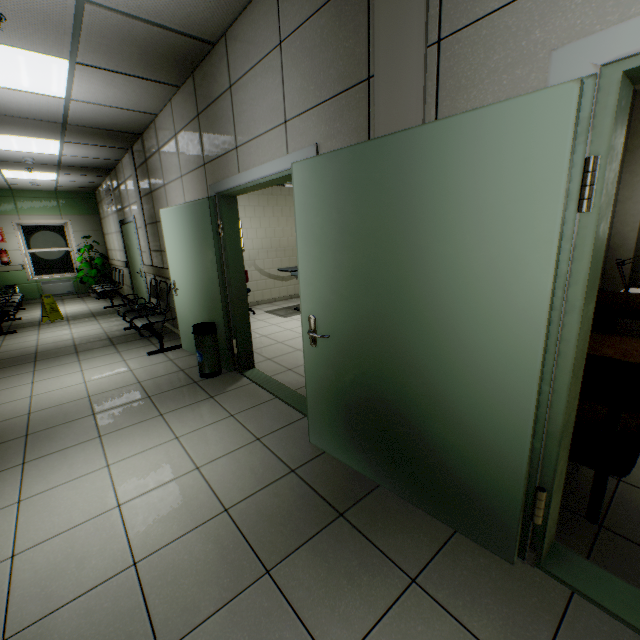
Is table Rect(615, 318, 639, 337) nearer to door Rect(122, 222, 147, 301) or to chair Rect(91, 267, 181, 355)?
chair Rect(91, 267, 181, 355)

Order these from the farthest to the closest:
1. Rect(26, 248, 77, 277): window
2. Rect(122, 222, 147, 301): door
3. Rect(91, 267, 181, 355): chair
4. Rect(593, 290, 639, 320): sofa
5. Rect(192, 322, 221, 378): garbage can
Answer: Rect(26, 248, 77, 277): window → Rect(122, 222, 147, 301): door → Rect(91, 267, 181, 355): chair → Rect(192, 322, 221, 378): garbage can → Rect(593, 290, 639, 320): sofa

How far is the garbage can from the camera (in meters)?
3.73

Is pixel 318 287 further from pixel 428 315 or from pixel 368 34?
pixel 368 34

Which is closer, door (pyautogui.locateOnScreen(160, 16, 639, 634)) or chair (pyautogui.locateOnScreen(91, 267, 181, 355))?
door (pyautogui.locateOnScreen(160, 16, 639, 634))

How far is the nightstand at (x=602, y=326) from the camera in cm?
325

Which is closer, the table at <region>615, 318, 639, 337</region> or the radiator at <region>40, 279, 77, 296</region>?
the table at <region>615, 318, 639, 337</region>

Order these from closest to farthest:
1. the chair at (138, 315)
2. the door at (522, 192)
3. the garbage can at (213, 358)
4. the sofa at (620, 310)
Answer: the door at (522, 192) < the sofa at (620, 310) < the garbage can at (213, 358) < the chair at (138, 315)
